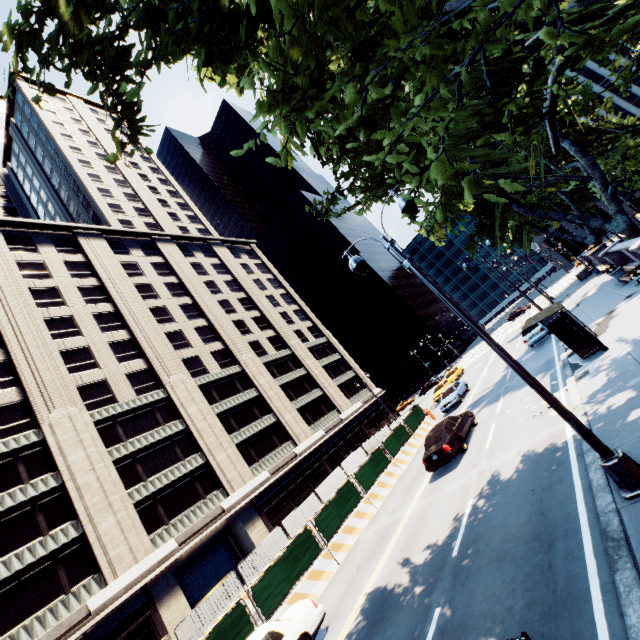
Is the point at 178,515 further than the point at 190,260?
No

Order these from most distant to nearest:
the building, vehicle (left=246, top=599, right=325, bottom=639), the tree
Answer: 1. the building
2. vehicle (left=246, top=599, right=325, bottom=639)
3. the tree

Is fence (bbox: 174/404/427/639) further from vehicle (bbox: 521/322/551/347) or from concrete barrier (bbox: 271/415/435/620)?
vehicle (bbox: 521/322/551/347)

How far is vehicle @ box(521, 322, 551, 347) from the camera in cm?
2339

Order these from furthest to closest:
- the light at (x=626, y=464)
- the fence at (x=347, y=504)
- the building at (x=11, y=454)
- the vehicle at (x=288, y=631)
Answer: the building at (x=11, y=454)
the fence at (x=347, y=504)
the vehicle at (x=288, y=631)
the light at (x=626, y=464)

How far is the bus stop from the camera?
12.88m

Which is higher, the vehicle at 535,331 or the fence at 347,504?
the fence at 347,504

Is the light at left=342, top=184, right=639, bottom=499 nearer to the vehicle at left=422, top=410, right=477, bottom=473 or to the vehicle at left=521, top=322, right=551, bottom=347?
the vehicle at left=422, top=410, right=477, bottom=473
